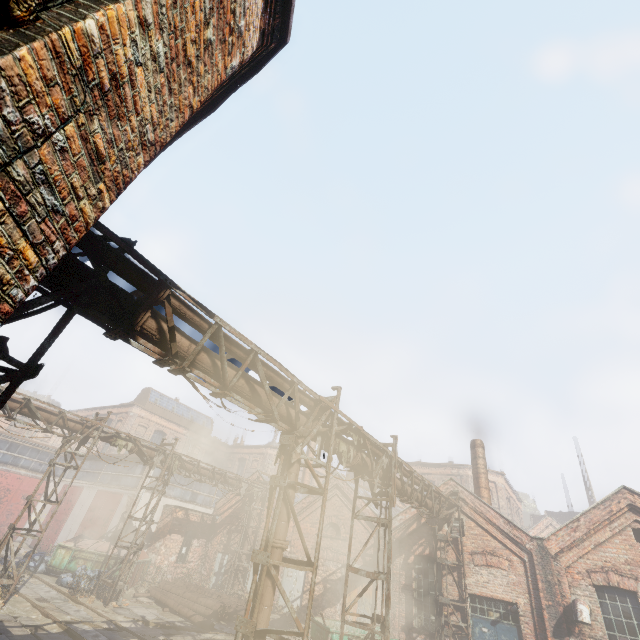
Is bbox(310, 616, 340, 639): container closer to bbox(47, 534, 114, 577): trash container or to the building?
the building

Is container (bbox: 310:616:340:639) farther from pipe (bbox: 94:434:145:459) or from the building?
the building

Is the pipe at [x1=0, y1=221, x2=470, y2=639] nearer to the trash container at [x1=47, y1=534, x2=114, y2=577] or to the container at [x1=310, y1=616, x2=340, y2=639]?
the container at [x1=310, y1=616, x2=340, y2=639]

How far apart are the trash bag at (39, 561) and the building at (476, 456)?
23.6m

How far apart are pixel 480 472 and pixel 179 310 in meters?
19.4

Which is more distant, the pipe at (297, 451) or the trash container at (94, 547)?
the trash container at (94, 547)

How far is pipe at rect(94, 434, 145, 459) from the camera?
15.10m

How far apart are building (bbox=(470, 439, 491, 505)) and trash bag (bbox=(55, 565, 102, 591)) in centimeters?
1951cm
